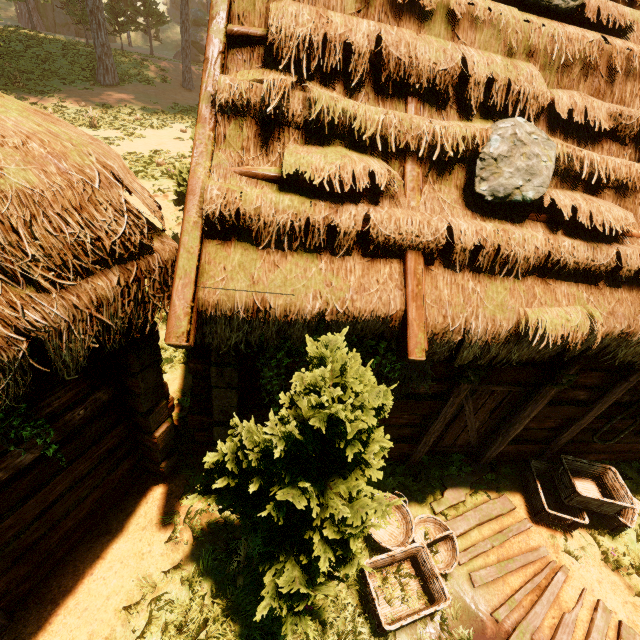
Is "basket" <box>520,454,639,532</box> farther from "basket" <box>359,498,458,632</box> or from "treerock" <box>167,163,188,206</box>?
"treerock" <box>167,163,188,206</box>

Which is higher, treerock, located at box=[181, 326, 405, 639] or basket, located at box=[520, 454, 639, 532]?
treerock, located at box=[181, 326, 405, 639]

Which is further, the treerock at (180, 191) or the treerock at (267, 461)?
the treerock at (180, 191)

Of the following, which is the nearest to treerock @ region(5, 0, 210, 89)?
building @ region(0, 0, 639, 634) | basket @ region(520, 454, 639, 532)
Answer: building @ region(0, 0, 639, 634)

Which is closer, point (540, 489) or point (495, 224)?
point (495, 224)

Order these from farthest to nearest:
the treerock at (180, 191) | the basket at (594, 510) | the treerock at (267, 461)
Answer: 1. the treerock at (180, 191)
2. the basket at (594, 510)
3. the treerock at (267, 461)

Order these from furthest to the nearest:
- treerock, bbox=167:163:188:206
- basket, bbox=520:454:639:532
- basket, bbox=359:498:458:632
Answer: treerock, bbox=167:163:188:206, basket, bbox=520:454:639:532, basket, bbox=359:498:458:632

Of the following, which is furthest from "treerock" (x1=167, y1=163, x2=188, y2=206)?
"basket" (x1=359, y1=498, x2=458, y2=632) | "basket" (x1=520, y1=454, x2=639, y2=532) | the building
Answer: "basket" (x1=520, y1=454, x2=639, y2=532)
